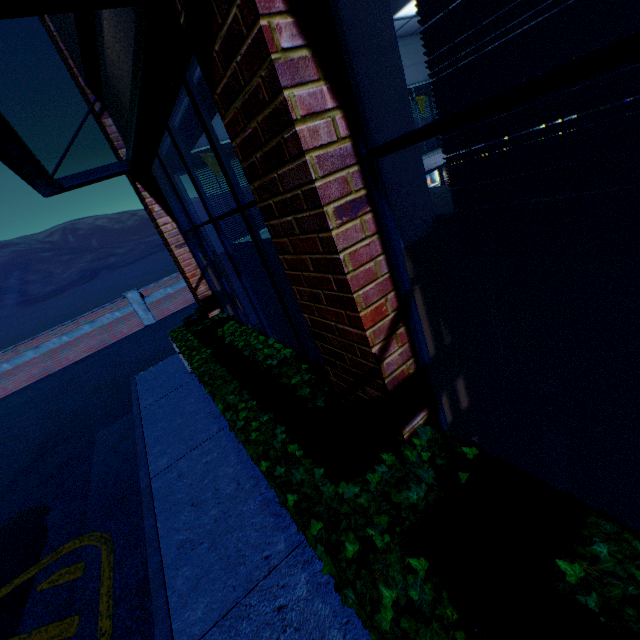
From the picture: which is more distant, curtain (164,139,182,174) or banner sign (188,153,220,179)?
banner sign (188,153,220,179)

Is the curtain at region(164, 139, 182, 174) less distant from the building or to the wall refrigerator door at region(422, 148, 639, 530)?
the building

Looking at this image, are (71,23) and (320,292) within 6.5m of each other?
yes

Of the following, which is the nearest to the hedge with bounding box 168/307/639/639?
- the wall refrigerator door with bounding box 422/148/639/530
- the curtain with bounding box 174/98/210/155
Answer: the wall refrigerator door with bounding box 422/148/639/530

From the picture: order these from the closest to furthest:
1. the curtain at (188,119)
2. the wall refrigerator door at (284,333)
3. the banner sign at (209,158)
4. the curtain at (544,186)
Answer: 1. the curtain at (544,186)
2. the curtain at (188,119)
3. the wall refrigerator door at (284,333)
4. the banner sign at (209,158)

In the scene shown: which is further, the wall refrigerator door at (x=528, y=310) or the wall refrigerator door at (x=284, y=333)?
the wall refrigerator door at (x=284, y=333)

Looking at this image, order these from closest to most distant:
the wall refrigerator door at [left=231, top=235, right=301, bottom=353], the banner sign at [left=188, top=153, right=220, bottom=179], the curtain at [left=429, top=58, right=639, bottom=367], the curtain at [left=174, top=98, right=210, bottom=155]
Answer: the curtain at [left=429, top=58, right=639, bottom=367] → the curtain at [left=174, top=98, right=210, bottom=155] → the wall refrigerator door at [left=231, top=235, right=301, bottom=353] → the banner sign at [left=188, top=153, right=220, bottom=179]

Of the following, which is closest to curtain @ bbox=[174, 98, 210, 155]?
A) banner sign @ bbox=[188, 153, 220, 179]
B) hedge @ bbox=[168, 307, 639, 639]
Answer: banner sign @ bbox=[188, 153, 220, 179]
